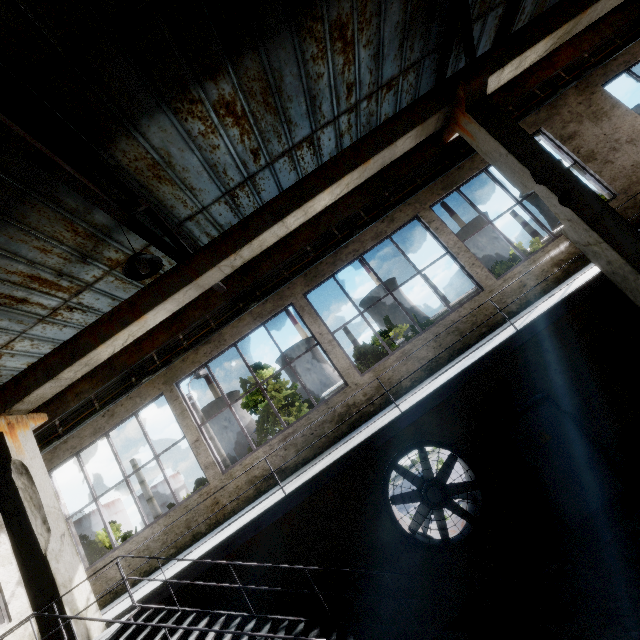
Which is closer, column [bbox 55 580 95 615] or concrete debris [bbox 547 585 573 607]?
column [bbox 55 580 95 615]

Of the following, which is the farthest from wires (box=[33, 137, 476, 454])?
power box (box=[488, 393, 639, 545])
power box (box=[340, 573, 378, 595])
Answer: power box (box=[340, 573, 378, 595])

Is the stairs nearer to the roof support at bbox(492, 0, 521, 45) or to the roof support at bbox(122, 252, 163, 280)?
the roof support at bbox(122, 252, 163, 280)

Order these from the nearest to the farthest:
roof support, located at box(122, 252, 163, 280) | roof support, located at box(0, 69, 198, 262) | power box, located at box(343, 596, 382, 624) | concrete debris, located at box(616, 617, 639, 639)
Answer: roof support, located at box(0, 69, 198, 262)
roof support, located at box(122, 252, 163, 280)
concrete debris, located at box(616, 617, 639, 639)
power box, located at box(343, 596, 382, 624)

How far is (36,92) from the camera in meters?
3.8 m

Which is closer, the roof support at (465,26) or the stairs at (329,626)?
the stairs at (329,626)

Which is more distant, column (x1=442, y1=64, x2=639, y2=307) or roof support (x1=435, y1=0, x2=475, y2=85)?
roof support (x1=435, y1=0, x2=475, y2=85)

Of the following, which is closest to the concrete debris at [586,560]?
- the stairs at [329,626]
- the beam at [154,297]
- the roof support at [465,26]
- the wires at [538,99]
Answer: the stairs at [329,626]
